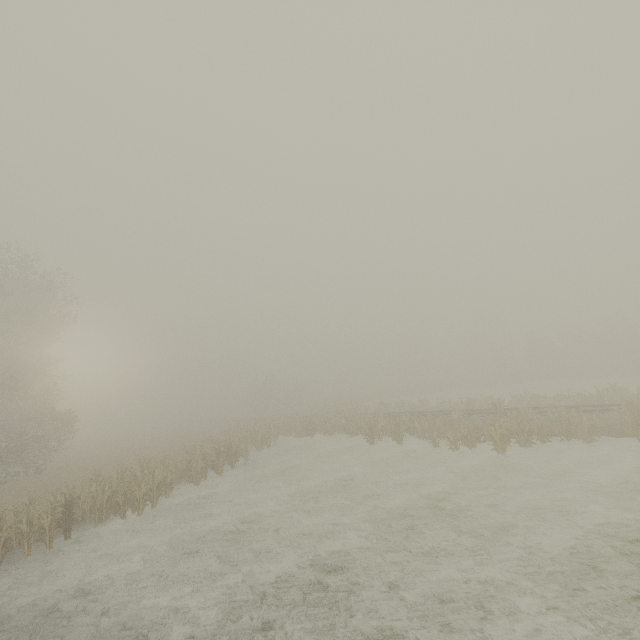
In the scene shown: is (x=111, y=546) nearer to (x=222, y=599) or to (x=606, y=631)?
(x=222, y=599)
